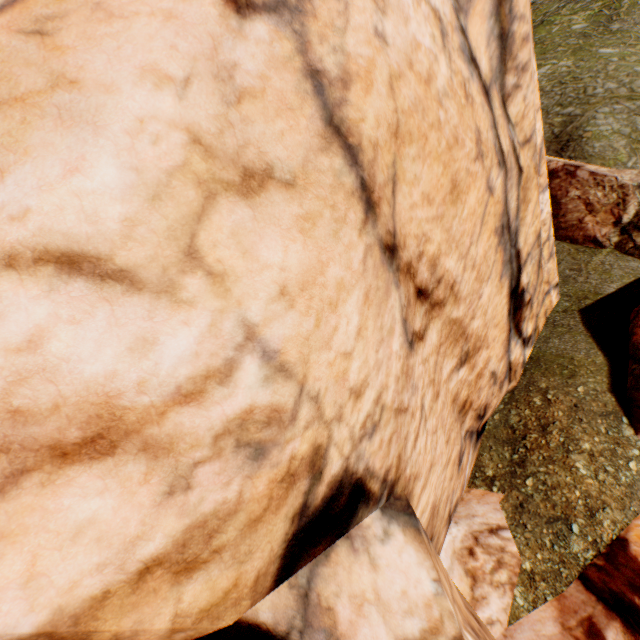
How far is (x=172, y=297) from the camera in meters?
1.8

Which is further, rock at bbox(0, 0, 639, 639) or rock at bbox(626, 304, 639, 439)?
rock at bbox(626, 304, 639, 439)

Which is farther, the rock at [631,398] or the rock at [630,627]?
the rock at [631,398]
